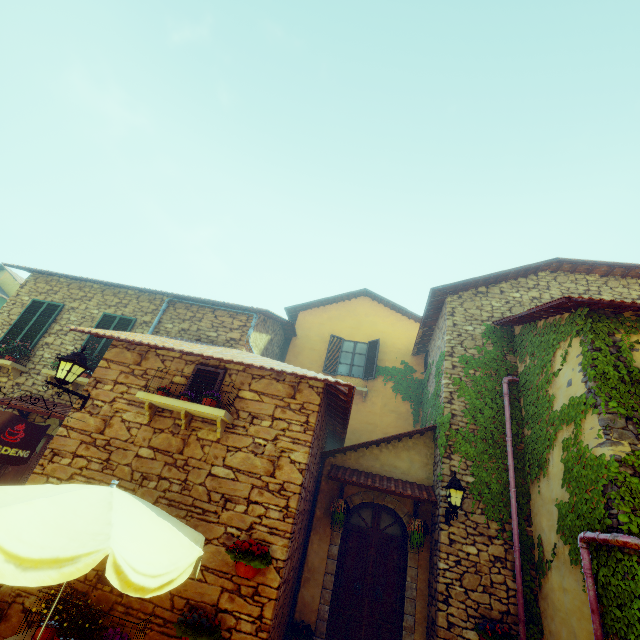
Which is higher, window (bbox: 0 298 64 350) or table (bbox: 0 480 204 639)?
window (bbox: 0 298 64 350)

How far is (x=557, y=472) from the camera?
5.64m

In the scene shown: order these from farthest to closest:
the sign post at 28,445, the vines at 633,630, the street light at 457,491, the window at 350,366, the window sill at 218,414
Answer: the window at 350,366
the street light at 457,491
the window sill at 218,414
the sign post at 28,445
the vines at 633,630

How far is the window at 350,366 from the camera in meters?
12.2

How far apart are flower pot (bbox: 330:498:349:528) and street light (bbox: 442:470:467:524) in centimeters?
202cm

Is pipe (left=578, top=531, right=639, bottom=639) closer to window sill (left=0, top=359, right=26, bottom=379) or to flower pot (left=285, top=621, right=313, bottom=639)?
flower pot (left=285, top=621, right=313, bottom=639)

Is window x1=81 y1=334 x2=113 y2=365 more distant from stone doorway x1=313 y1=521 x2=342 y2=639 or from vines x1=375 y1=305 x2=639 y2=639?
vines x1=375 y1=305 x2=639 y2=639

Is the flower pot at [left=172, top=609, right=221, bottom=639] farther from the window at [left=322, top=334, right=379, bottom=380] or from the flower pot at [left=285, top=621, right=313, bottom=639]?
the window at [left=322, top=334, right=379, bottom=380]
